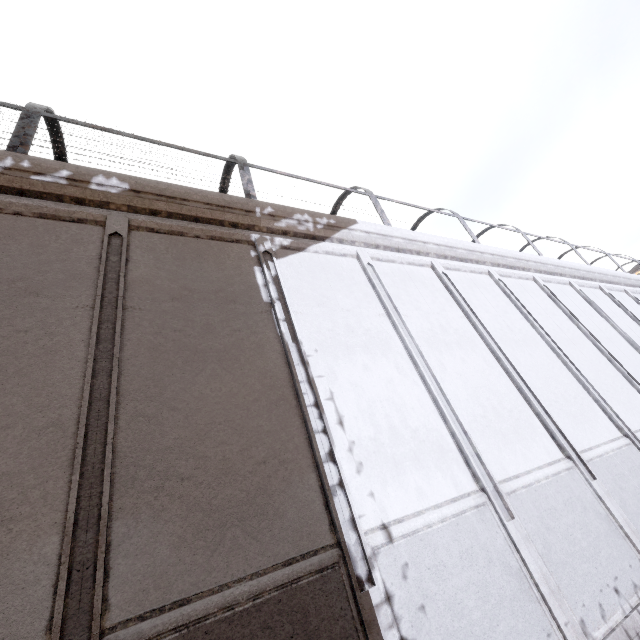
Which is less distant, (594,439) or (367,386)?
(367,386)
